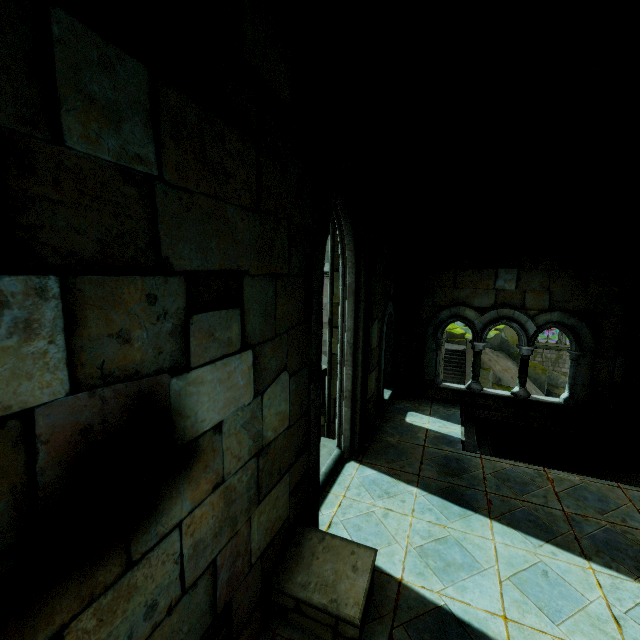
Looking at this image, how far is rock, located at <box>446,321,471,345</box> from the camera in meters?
28.1 m

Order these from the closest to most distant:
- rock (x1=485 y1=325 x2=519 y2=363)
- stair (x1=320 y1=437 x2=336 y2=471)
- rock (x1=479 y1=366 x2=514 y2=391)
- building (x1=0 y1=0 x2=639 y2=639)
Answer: building (x1=0 y1=0 x2=639 y2=639) < stair (x1=320 y1=437 x2=336 y2=471) < rock (x1=479 y1=366 x2=514 y2=391) < rock (x1=485 y1=325 x2=519 y2=363)

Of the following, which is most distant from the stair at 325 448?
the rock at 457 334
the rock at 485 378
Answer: the rock at 457 334

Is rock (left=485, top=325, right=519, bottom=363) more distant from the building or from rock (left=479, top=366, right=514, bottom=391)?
rock (left=479, top=366, right=514, bottom=391)

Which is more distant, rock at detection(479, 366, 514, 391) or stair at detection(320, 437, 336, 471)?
rock at detection(479, 366, 514, 391)

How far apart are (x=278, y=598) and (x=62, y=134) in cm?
367

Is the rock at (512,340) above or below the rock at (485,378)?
above

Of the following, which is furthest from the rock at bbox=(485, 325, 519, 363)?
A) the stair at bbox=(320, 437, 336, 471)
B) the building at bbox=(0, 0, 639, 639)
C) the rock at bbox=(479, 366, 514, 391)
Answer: the stair at bbox=(320, 437, 336, 471)
